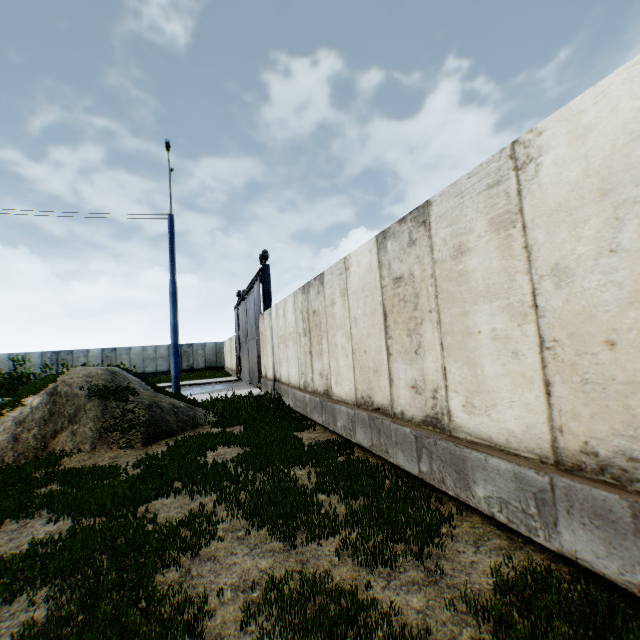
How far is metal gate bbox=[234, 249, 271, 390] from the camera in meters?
15.7 m

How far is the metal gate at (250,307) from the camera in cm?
1573

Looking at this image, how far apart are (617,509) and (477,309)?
1.9 meters
